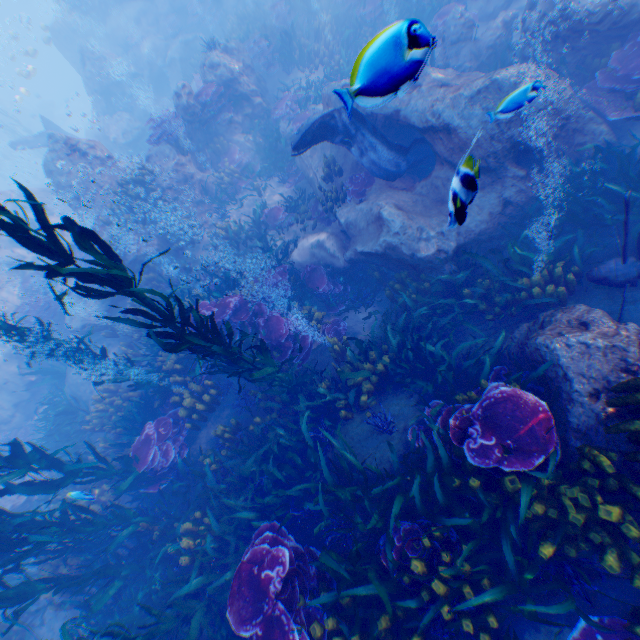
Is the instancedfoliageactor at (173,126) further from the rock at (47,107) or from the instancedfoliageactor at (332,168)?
the instancedfoliageactor at (332,168)

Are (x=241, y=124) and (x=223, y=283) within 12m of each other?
yes

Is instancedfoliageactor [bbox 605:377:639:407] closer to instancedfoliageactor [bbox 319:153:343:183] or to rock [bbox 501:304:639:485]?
rock [bbox 501:304:639:485]

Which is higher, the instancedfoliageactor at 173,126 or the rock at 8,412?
the instancedfoliageactor at 173,126

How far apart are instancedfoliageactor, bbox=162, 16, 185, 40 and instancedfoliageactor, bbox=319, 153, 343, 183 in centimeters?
1728cm

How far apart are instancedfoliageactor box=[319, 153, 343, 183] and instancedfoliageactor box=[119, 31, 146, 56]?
19.51m

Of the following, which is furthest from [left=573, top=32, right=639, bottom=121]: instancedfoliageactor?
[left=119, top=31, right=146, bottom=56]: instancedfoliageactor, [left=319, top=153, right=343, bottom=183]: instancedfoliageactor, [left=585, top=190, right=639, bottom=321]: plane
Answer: [left=119, top=31, right=146, bottom=56]: instancedfoliageactor

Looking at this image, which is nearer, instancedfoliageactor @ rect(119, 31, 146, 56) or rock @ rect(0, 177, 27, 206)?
rock @ rect(0, 177, 27, 206)
